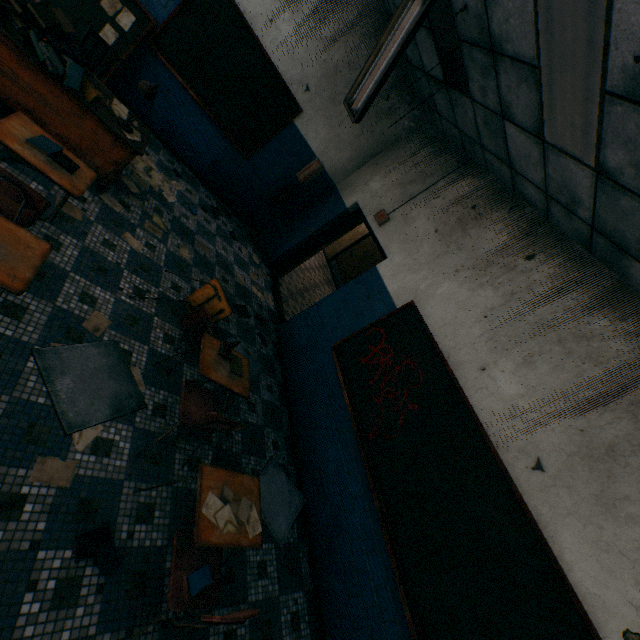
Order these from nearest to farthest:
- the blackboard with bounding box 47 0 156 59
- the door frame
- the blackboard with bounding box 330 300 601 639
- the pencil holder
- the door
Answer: the blackboard with bounding box 330 300 601 639 < the pencil holder < the blackboard with bounding box 47 0 156 59 < the door frame < the door

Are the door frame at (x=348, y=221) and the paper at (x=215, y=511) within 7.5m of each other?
yes

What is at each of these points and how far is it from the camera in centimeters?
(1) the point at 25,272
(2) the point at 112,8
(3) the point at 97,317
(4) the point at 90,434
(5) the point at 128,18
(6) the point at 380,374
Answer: (1) student desk, 171cm
(2) paper, 411cm
(3) paper, 274cm
(4) paper, 224cm
(5) paper, 422cm
(6) blackboard, 399cm

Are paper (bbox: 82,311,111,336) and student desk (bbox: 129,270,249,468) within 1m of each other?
yes

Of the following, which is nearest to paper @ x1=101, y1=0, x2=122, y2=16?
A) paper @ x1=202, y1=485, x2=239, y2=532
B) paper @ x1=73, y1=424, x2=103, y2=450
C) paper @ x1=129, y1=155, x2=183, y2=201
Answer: paper @ x1=129, y1=155, x2=183, y2=201

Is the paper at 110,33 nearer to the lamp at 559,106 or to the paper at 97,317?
the paper at 97,317

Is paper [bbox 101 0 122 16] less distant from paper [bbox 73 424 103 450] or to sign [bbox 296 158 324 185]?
sign [bbox 296 158 324 185]

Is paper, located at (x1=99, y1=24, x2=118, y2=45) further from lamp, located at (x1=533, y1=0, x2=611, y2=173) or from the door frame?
lamp, located at (x1=533, y1=0, x2=611, y2=173)
